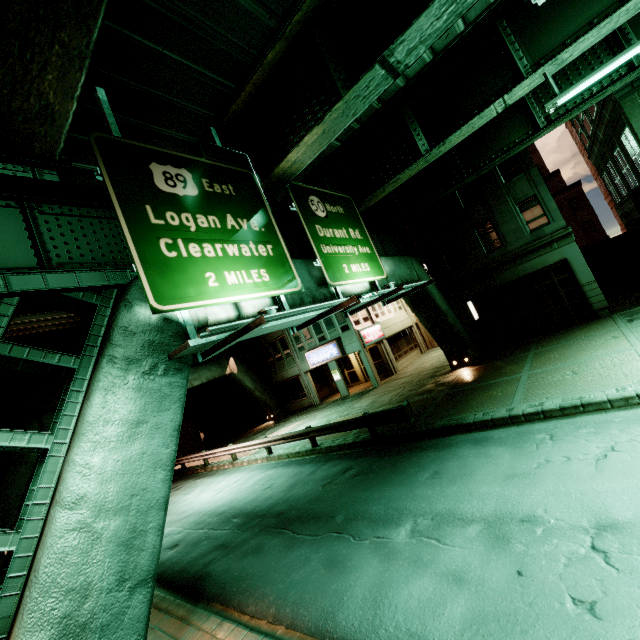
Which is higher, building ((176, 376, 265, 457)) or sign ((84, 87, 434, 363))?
sign ((84, 87, 434, 363))

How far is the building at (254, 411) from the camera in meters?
27.8

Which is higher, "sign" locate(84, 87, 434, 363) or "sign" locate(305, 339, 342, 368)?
"sign" locate(84, 87, 434, 363)

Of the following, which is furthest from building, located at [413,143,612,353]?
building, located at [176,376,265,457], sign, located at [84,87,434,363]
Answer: sign, located at [84,87,434,363]

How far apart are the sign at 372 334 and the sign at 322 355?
1.7m

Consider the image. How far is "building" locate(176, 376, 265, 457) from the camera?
27.8 meters

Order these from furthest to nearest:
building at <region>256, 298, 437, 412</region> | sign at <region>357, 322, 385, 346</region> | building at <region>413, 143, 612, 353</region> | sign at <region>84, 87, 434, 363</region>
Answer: building at <region>256, 298, 437, 412</region> → sign at <region>357, 322, 385, 346</region> → building at <region>413, 143, 612, 353</region> → sign at <region>84, 87, 434, 363</region>

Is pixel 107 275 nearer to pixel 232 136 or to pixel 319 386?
pixel 232 136
